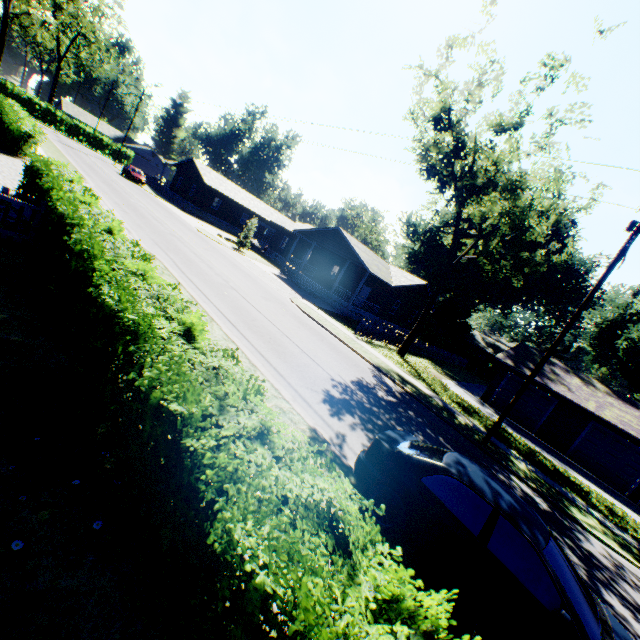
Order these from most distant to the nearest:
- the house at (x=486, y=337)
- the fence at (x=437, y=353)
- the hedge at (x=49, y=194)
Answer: the house at (x=486, y=337) < the fence at (x=437, y=353) < the hedge at (x=49, y=194)

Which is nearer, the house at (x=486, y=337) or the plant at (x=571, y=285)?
the plant at (x=571, y=285)

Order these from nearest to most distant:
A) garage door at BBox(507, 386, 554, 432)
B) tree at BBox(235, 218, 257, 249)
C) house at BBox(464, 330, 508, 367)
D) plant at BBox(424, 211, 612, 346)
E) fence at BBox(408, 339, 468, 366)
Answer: garage door at BBox(507, 386, 554, 432) < fence at BBox(408, 339, 468, 366) < tree at BBox(235, 218, 257, 249) < plant at BBox(424, 211, 612, 346) < house at BBox(464, 330, 508, 367)

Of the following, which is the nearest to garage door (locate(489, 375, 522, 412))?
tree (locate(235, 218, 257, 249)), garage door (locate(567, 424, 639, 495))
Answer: garage door (locate(567, 424, 639, 495))

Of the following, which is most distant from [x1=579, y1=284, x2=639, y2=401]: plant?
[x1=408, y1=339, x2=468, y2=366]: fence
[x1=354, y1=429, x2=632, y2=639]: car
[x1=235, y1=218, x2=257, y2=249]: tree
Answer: [x1=354, y1=429, x2=632, y2=639]: car

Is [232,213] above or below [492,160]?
below

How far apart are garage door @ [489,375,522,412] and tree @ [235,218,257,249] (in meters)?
26.61

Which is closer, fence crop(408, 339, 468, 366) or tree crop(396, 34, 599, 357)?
tree crop(396, 34, 599, 357)
